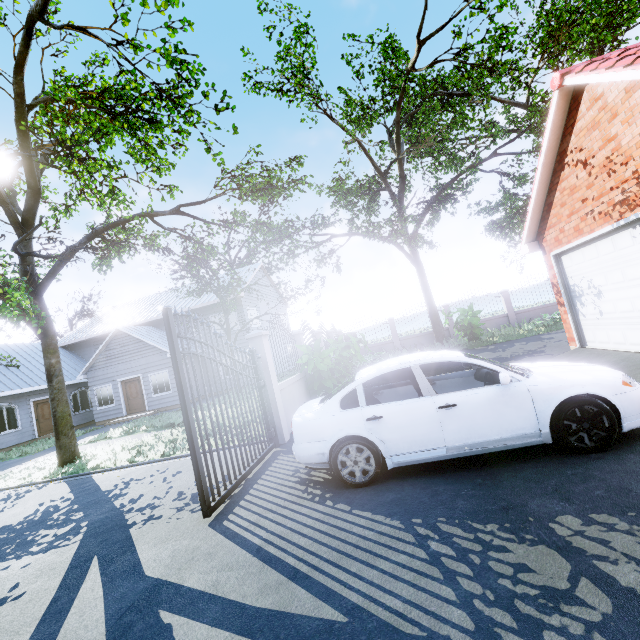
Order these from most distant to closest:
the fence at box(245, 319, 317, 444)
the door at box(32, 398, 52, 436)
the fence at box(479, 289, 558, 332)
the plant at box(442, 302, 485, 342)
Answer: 1. the door at box(32, 398, 52, 436)
2. the fence at box(479, 289, 558, 332)
3. the plant at box(442, 302, 485, 342)
4. the fence at box(245, 319, 317, 444)

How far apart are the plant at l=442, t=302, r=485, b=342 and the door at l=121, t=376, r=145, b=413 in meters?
18.0 m

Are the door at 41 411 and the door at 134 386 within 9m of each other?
yes

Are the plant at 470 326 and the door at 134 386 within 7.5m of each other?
no

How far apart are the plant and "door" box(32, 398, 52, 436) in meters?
24.0

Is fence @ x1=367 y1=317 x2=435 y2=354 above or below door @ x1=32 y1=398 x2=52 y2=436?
below

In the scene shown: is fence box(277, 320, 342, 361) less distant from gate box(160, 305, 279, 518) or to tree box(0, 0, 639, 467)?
gate box(160, 305, 279, 518)

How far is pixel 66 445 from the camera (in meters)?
10.32
